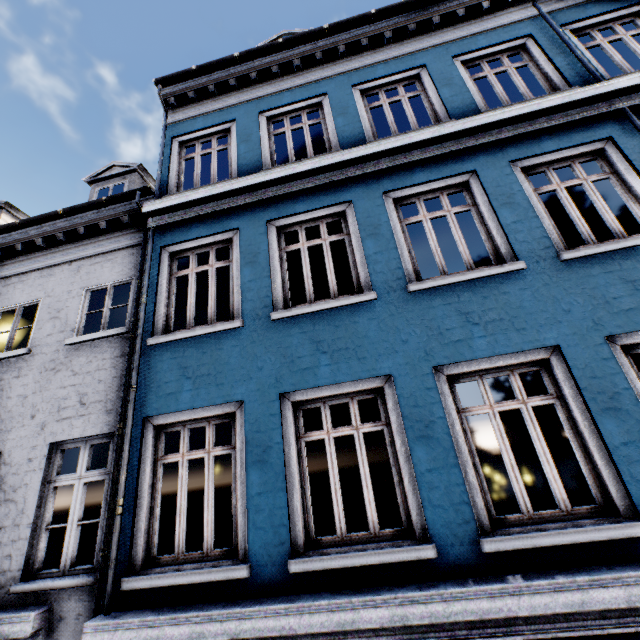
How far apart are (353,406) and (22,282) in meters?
7.2 m
